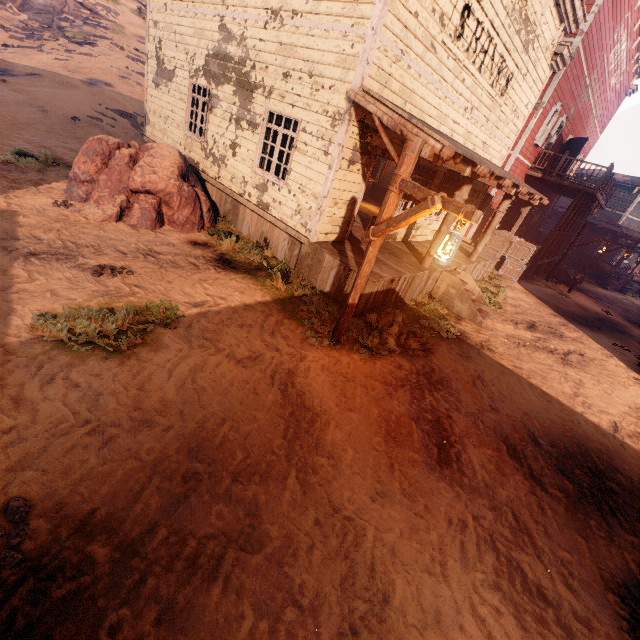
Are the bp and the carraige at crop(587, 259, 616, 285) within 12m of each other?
yes

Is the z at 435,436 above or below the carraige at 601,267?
below

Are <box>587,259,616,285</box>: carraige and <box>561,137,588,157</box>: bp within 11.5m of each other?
yes

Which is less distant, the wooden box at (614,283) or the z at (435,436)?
the z at (435,436)

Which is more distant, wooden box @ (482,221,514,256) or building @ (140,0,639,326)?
wooden box @ (482,221,514,256)

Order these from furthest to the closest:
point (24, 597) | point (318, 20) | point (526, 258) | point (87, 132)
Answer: point (526, 258), point (87, 132), point (318, 20), point (24, 597)

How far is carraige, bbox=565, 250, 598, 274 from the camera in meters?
23.2 m

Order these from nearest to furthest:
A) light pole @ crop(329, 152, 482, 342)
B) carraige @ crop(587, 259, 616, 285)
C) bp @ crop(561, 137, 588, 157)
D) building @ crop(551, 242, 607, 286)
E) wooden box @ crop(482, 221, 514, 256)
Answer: light pole @ crop(329, 152, 482, 342), wooden box @ crop(482, 221, 514, 256), bp @ crop(561, 137, 588, 157), building @ crop(551, 242, 607, 286), carraige @ crop(587, 259, 616, 285)
